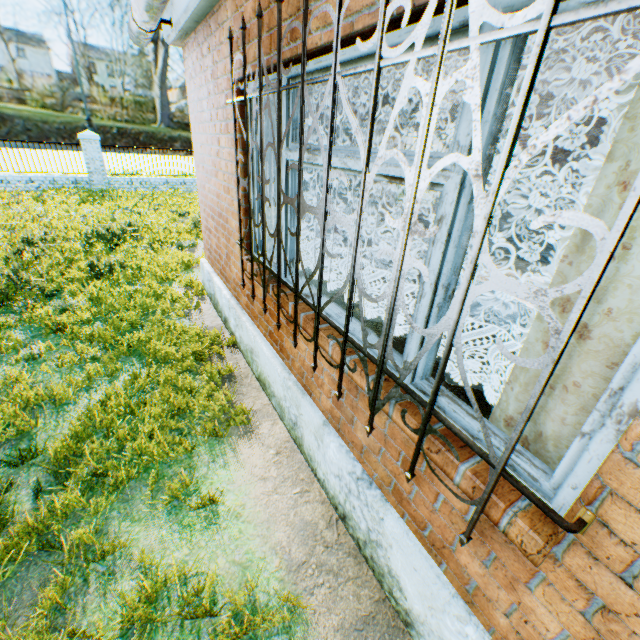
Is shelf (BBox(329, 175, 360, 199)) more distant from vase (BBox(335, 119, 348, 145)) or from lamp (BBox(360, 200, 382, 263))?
lamp (BBox(360, 200, 382, 263))

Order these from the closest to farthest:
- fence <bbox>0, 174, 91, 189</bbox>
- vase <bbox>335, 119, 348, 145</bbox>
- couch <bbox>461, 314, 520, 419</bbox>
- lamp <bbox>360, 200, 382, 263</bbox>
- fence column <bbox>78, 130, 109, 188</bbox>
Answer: couch <bbox>461, 314, 520, 419</bbox> < lamp <bbox>360, 200, 382, 263</bbox> < vase <bbox>335, 119, 348, 145</bbox> < fence <bbox>0, 174, 91, 189</bbox> < fence column <bbox>78, 130, 109, 188</bbox>

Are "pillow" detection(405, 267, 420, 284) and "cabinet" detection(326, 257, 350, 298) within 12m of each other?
yes

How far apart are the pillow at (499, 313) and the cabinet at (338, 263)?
1.60m

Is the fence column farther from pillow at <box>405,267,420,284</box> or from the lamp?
pillow at <box>405,267,420,284</box>

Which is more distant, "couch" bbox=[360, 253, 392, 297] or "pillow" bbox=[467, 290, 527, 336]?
"couch" bbox=[360, 253, 392, 297]

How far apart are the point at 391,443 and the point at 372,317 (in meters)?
0.99

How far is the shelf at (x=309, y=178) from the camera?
5.8m
